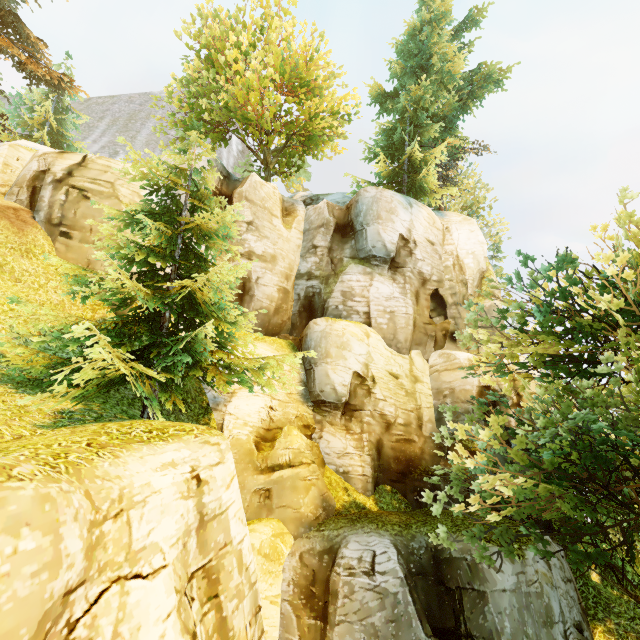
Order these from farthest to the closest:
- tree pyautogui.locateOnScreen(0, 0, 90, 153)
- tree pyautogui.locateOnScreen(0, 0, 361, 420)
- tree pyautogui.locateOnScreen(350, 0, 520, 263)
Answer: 1. tree pyautogui.locateOnScreen(350, 0, 520, 263)
2. tree pyautogui.locateOnScreen(0, 0, 90, 153)
3. tree pyautogui.locateOnScreen(0, 0, 361, 420)

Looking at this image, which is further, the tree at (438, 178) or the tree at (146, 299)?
the tree at (438, 178)

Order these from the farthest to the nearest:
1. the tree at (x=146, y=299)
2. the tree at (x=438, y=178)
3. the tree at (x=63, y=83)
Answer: the tree at (x=438, y=178)
the tree at (x=63, y=83)
the tree at (x=146, y=299)

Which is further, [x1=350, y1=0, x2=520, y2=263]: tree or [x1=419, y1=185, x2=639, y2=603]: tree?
[x1=350, y1=0, x2=520, y2=263]: tree

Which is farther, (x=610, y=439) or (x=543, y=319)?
(x=543, y=319)

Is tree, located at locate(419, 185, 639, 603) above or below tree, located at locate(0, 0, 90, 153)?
below
